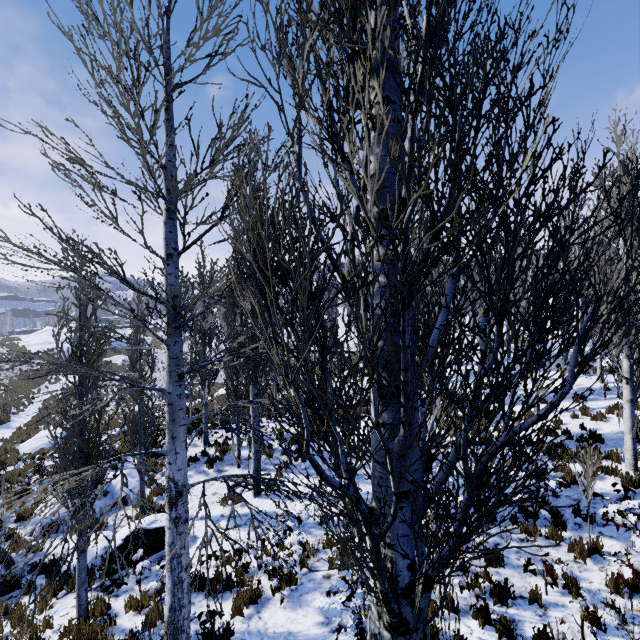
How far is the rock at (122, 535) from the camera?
8.5m

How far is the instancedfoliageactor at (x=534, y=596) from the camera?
5.8 meters

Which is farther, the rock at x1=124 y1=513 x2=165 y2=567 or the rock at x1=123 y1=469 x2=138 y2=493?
the rock at x1=123 y1=469 x2=138 y2=493

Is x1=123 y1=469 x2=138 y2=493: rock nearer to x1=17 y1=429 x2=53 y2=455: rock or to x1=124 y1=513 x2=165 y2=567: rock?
x1=124 y1=513 x2=165 y2=567: rock

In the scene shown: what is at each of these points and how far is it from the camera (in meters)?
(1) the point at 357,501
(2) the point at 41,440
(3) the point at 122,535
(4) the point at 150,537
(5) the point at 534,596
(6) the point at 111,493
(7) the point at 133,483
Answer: (1) instancedfoliageactor, 2.43
(2) rock, 17.86
(3) rock, 8.72
(4) rock, 8.88
(5) instancedfoliageactor, 5.85
(6) rock, 11.78
(7) rock, 12.22

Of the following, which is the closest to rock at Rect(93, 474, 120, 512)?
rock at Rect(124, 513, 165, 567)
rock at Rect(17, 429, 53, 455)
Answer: rock at Rect(124, 513, 165, 567)
